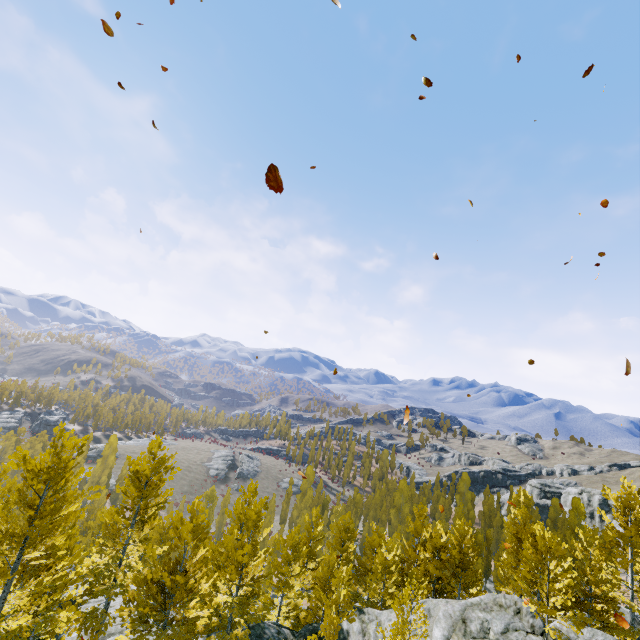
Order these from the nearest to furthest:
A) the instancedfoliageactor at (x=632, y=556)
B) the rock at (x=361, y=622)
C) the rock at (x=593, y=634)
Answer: the instancedfoliageactor at (x=632, y=556)
the rock at (x=593, y=634)
the rock at (x=361, y=622)

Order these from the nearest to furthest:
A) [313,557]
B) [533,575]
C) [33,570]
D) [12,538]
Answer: [12,538] < [33,570] < [533,575] < [313,557]

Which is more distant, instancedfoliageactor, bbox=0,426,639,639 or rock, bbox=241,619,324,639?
rock, bbox=241,619,324,639

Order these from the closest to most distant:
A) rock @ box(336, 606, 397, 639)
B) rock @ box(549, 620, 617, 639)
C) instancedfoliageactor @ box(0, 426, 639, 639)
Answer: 1. instancedfoliageactor @ box(0, 426, 639, 639)
2. rock @ box(549, 620, 617, 639)
3. rock @ box(336, 606, 397, 639)

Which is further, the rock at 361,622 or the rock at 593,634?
the rock at 361,622

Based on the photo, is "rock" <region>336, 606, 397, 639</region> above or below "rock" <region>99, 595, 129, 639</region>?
above
